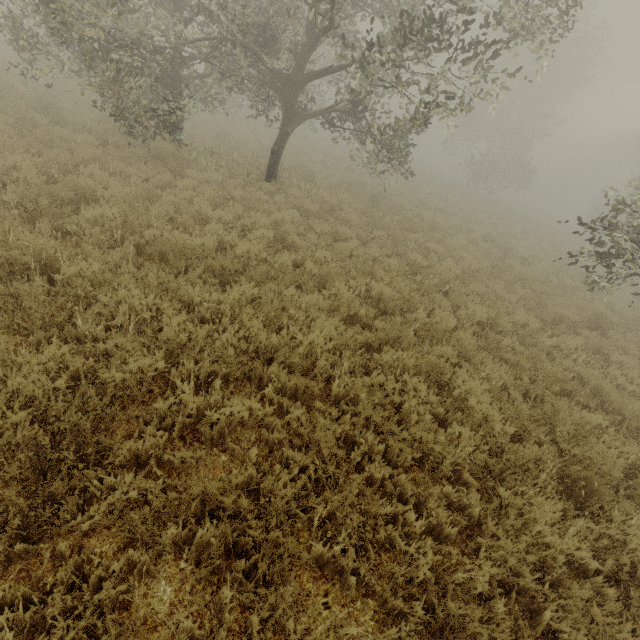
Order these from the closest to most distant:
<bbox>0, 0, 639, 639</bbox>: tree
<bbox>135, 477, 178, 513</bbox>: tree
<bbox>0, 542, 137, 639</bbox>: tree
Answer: <bbox>0, 542, 137, 639</bbox>: tree, <bbox>135, 477, 178, 513</bbox>: tree, <bbox>0, 0, 639, 639</bbox>: tree

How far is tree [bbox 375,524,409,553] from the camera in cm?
293

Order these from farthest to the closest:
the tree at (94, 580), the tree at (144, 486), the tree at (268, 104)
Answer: the tree at (268, 104) < the tree at (144, 486) < the tree at (94, 580)

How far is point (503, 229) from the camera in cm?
2002

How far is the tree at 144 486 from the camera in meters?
2.6

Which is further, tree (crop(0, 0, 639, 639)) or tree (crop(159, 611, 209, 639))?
tree (crop(0, 0, 639, 639))

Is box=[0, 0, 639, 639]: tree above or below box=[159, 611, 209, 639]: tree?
above
